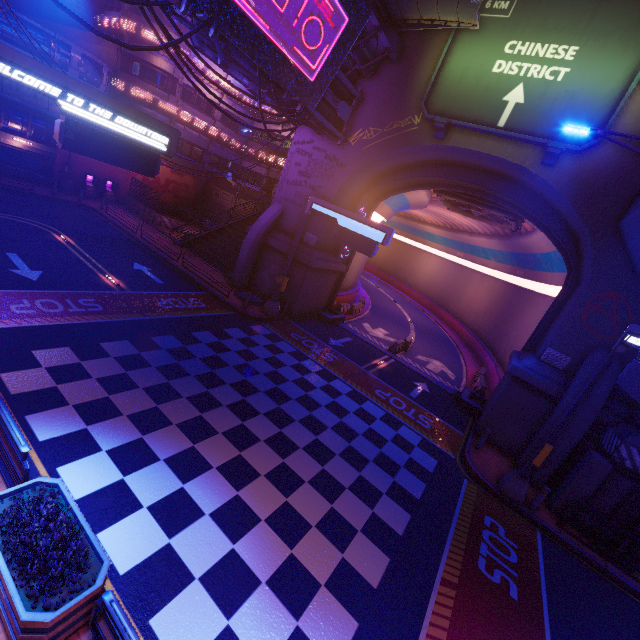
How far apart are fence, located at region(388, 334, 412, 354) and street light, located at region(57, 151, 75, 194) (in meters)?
29.39

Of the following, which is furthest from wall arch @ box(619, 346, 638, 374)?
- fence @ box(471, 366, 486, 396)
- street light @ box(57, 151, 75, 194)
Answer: street light @ box(57, 151, 75, 194)

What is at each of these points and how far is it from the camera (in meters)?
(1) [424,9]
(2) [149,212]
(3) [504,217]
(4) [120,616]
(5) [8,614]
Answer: (1) awning, 13.33
(2) fence, 29.39
(3) vent, 20.02
(4) railing, 4.00
(5) plant holder, 4.22

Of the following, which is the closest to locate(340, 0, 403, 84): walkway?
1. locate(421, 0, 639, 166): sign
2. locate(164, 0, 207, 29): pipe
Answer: locate(164, 0, 207, 29): pipe

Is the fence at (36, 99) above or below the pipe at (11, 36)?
below

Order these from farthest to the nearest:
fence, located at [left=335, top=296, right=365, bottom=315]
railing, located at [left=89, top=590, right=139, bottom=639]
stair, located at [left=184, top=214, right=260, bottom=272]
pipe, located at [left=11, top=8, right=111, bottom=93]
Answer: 1. fence, located at [left=335, top=296, right=365, bottom=315]
2. stair, located at [left=184, top=214, right=260, bottom=272]
3. pipe, located at [left=11, top=8, right=111, bottom=93]
4. railing, located at [left=89, top=590, right=139, bottom=639]

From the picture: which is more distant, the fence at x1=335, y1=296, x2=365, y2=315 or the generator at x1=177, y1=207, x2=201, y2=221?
the generator at x1=177, y1=207, x2=201, y2=221

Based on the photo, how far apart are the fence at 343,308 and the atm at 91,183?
24.72m
